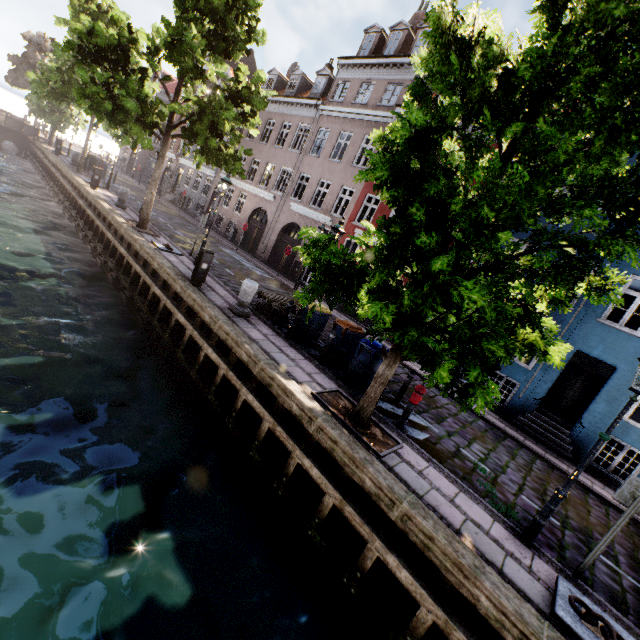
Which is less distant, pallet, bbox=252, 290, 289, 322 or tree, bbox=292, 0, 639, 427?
tree, bbox=292, 0, 639, 427

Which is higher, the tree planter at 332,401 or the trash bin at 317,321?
the trash bin at 317,321

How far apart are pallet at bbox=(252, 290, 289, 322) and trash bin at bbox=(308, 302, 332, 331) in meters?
0.7 m

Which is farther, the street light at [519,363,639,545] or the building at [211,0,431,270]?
the building at [211,0,431,270]

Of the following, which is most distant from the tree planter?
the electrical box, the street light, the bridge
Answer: the bridge

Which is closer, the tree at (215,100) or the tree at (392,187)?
the tree at (392,187)

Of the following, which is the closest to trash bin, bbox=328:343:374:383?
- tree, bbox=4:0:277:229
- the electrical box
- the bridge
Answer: tree, bbox=4:0:277:229

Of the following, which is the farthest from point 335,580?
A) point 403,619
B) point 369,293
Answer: point 369,293
